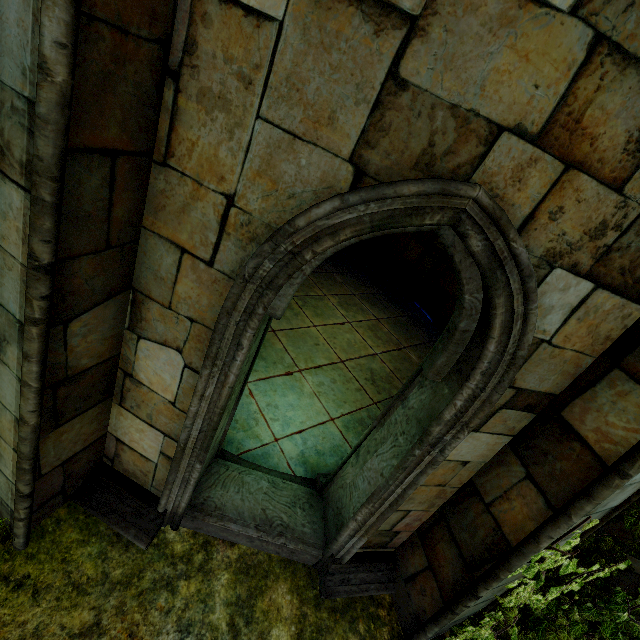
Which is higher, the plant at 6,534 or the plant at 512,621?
Answer: the plant at 512,621

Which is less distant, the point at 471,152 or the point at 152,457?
the point at 471,152

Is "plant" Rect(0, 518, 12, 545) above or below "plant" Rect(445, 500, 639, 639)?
below
